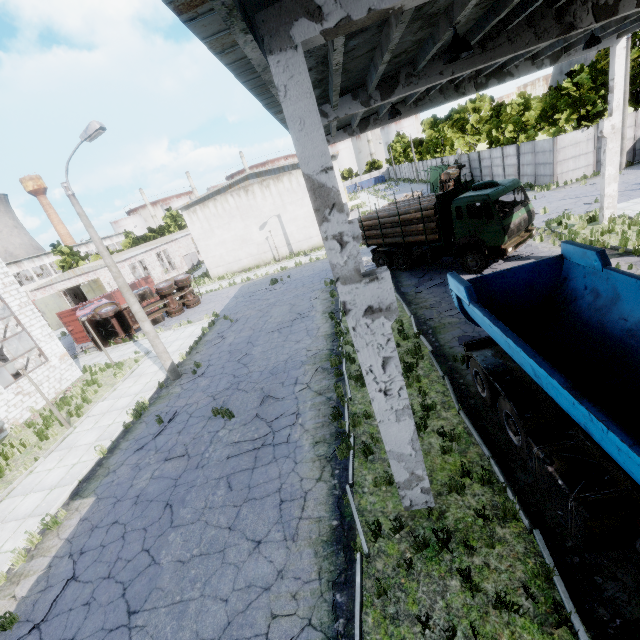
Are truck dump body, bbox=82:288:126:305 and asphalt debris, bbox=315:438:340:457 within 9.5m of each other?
no

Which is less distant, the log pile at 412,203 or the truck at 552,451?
the truck at 552,451

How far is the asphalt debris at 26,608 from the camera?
6.8m

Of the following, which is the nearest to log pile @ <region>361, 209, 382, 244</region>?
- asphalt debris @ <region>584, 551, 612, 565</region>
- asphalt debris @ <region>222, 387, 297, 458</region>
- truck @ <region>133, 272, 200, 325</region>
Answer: asphalt debris @ <region>222, 387, 297, 458</region>

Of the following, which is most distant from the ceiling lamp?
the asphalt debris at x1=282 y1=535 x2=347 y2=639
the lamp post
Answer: the lamp post

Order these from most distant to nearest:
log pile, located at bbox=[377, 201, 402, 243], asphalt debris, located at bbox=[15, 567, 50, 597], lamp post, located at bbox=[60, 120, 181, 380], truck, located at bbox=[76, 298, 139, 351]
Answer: truck, located at bbox=[76, 298, 139, 351] < log pile, located at bbox=[377, 201, 402, 243] < lamp post, located at bbox=[60, 120, 181, 380] < asphalt debris, located at bbox=[15, 567, 50, 597]

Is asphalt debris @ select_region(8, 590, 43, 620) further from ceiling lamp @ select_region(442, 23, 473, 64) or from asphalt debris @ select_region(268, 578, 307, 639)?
ceiling lamp @ select_region(442, 23, 473, 64)

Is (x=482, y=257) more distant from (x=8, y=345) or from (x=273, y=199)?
(x=8, y=345)
